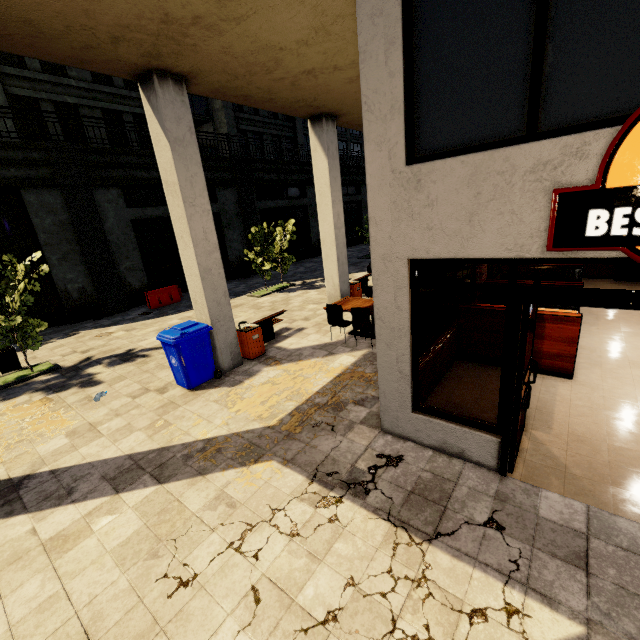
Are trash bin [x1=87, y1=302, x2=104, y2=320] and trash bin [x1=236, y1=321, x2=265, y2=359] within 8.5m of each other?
no

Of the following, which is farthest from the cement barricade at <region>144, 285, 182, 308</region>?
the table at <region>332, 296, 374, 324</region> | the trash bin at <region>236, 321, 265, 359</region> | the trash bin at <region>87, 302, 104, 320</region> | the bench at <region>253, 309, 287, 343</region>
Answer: the table at <region>332, 296, 374, 324</region>

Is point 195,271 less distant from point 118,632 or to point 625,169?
point 118,632

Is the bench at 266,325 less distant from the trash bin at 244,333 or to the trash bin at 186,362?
the trash bin at 244,333

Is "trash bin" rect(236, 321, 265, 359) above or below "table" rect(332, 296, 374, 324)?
below

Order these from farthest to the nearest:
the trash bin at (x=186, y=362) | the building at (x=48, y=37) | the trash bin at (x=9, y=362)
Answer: the trash bin at (x=9, y=362), the trash bin at (x=186, y=362), the building at (x=48, y=37)

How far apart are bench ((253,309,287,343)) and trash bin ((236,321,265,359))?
0.2 meters

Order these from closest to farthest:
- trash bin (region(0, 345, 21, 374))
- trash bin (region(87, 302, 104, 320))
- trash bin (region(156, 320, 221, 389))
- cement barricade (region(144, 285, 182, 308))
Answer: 1. trash bin (region(156, 320, 221, 389))
2. trash bin (region(0, 345, 21, 374))
3. trash bin (region(87, 302, 104, 320))
4. cement barricade (region(144, 285, 182, 308))
